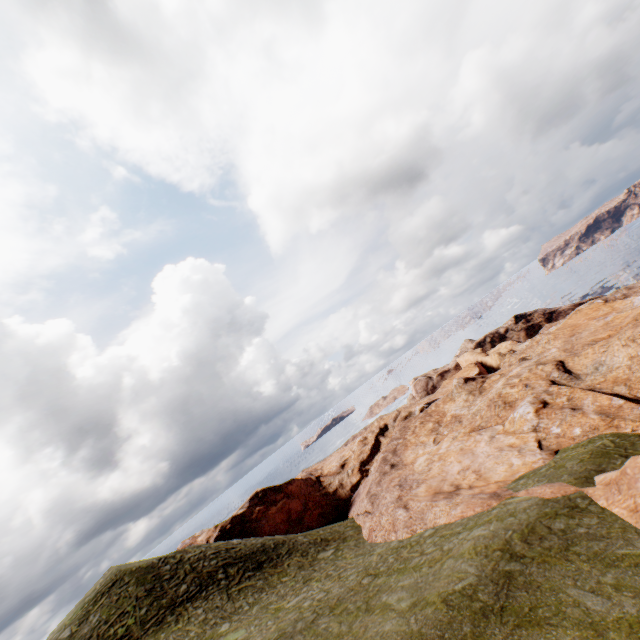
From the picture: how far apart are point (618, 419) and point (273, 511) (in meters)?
37.57
